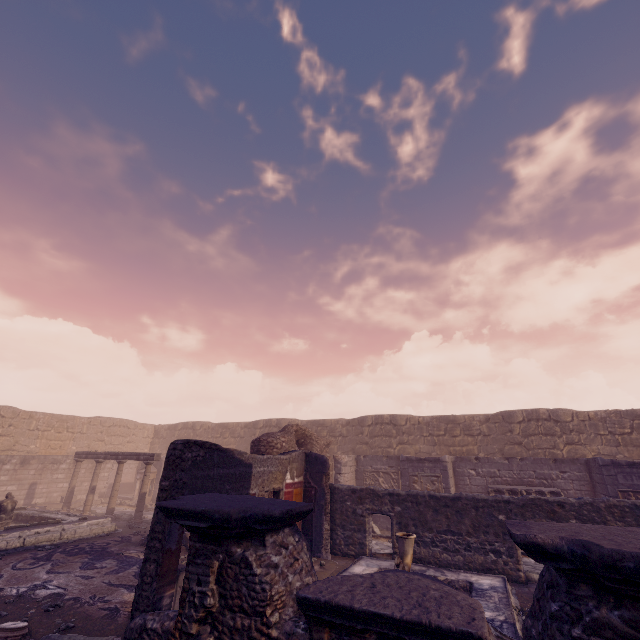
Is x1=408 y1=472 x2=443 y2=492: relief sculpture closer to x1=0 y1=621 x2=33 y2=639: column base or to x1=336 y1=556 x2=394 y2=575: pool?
x1=336 y1=556 x2=394 y2=575: pool

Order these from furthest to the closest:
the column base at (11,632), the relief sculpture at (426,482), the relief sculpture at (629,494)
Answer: the relief sculpture at (426,482) → the relief sculpture at (629,494) → the column base at (11,632)

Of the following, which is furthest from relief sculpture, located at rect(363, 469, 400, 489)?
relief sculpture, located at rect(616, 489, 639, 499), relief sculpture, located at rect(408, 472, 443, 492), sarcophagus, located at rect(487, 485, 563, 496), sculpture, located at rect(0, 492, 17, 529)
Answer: sculpture, located at rect(0, 492, 17, 529)

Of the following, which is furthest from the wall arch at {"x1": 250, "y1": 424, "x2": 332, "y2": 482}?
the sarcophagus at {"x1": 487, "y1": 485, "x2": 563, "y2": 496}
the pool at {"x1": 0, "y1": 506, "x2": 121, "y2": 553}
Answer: the sarcophagus at {"x1": 487, "y1": 485, "x2": 563, "y2": 496}

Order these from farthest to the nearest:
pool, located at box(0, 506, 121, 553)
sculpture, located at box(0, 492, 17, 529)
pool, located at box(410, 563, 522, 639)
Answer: sculpture, located at box(0, 492, 17, 529) → pool, located at box(0, 506, 121, 553) → pool, located at box(410, 563, 522, 639)

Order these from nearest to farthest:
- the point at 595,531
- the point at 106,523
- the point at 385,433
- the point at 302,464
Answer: the point at 595,531 → the point at 302,464 → the point at 106,523 → the point at 385,433

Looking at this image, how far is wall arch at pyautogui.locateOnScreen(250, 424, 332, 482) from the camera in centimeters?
1140cm

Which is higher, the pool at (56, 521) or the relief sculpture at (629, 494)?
the relief sculpture at (629, 494)
